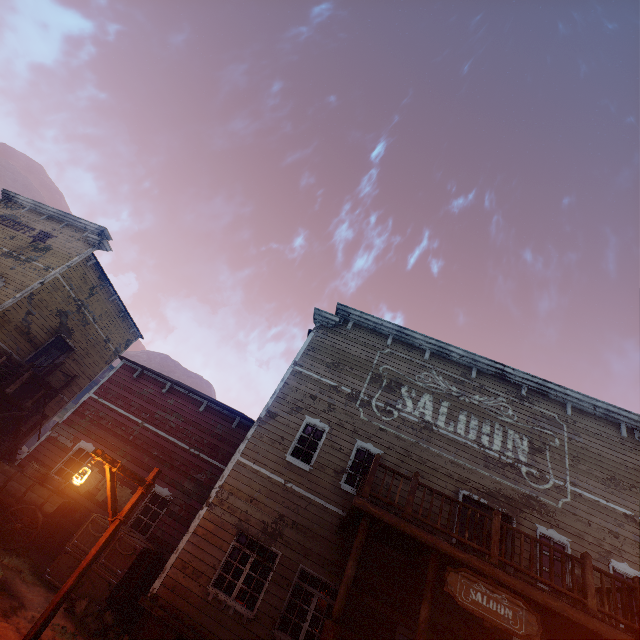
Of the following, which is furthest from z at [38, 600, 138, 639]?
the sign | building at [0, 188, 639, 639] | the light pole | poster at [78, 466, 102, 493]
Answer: the sign

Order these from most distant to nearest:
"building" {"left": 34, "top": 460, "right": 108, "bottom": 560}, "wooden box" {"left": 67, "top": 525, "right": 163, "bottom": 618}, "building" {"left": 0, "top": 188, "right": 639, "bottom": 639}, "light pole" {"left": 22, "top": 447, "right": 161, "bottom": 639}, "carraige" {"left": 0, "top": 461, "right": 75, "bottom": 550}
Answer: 1. "building" {"left": 34, "top": 460, "right": 108, "bottom": 560}
2. "carraige" {"left": 0, "top": 461, "right": 75, "bottom": 550}
3. "wooden box" {"left": 67, "top": 525, "right": 163, "bottom": 618}
4. "building" {"left": 0, "top": 188, "right": 639, "bottom": 639}
5. "light pole" {"left": 22, "top": 447, "right": 161, "bottom": 639}

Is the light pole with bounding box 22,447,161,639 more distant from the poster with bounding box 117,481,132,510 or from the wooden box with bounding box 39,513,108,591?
the poster with bounding box 117,481,132,510

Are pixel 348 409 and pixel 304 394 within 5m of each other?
yes

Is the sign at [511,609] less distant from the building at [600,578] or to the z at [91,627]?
the building at [600,578]

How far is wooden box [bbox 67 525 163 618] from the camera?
8.61m

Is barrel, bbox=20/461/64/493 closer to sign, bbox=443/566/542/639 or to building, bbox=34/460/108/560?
building, bbox=34/460/108/560

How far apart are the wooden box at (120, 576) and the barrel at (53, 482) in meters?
2.1
